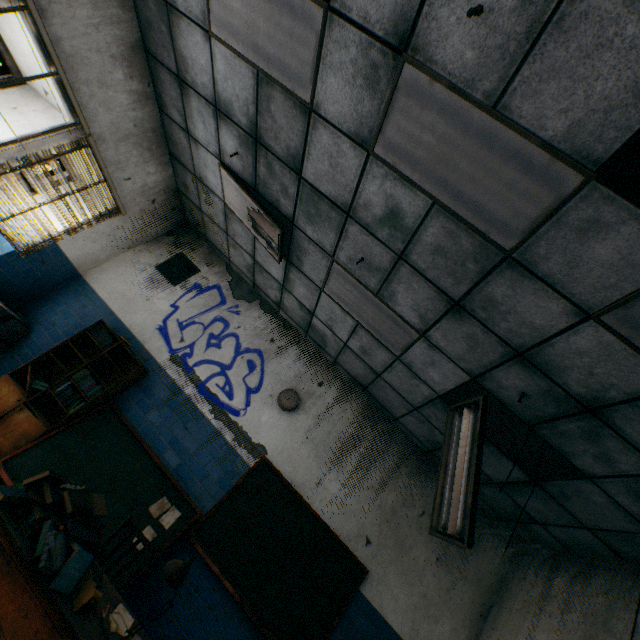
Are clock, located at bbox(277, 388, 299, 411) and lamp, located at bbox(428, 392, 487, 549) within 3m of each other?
yes

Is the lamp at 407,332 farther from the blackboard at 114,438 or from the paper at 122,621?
the paper at 122,621

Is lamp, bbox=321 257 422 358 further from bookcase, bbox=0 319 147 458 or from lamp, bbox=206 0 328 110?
bookcase, bbox=0 319 147 458

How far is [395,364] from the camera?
4.1 meters

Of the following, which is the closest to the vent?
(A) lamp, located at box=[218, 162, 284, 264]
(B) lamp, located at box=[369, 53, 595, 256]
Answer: (A) lamp, located at box=[218, 162, 284, 264]

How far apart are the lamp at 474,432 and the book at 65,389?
4.3 meters

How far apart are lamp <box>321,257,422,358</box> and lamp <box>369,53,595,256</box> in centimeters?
134cm

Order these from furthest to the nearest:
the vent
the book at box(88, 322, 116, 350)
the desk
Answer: the vent → the book at box(88, 322, 116, 350) → the desk
